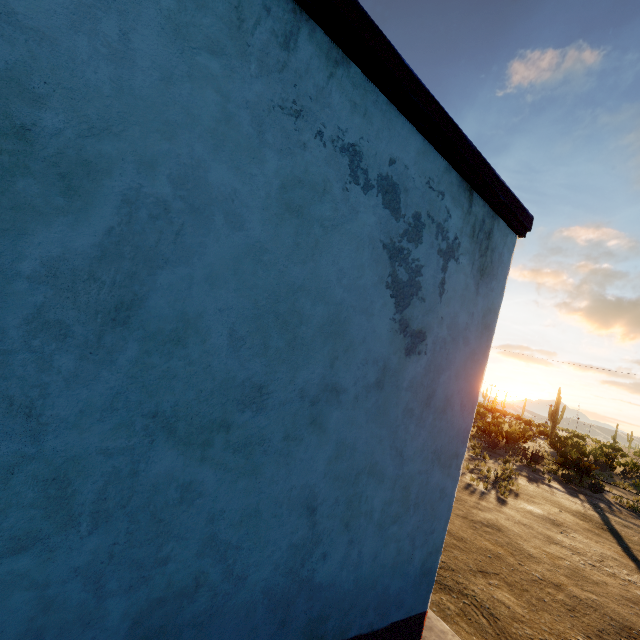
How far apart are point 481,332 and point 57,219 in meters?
3.5

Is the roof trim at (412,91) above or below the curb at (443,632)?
above

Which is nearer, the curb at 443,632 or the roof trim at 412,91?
the roof trim at 412,91

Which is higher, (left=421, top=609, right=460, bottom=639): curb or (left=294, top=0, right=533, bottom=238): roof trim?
(left=294, top=0, right=533, bottom=238): roof trim

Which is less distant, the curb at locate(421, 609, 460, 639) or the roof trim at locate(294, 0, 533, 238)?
the roof trim at locate(294, 0, 533, 238)
